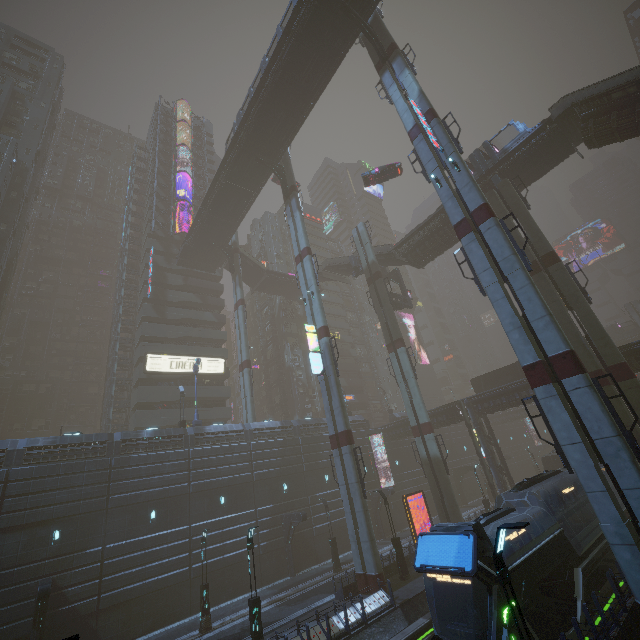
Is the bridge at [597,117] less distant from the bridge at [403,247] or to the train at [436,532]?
the bridge at [403,247]

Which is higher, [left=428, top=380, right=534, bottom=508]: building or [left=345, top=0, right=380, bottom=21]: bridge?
[left=345, top=0, right=380, bottom=21]: bridge

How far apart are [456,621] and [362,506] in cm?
1099

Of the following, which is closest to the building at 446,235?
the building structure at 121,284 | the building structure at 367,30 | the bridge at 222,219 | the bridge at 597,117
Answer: the bridge at 222,219

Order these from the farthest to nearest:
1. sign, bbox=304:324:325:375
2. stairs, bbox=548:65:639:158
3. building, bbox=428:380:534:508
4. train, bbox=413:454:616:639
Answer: building, bbox=428:380:534:508, sign, bbox=304:324:325:375, stairs, bbox=548:65:639:158, train, bbox=413:454:616:639

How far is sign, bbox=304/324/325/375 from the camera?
26.5 meters

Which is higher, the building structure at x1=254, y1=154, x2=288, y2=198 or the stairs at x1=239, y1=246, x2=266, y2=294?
the building structure at x1=254, y1=154, x2=288, y2=198

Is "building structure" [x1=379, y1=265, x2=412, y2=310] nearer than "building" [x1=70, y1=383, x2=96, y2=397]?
Yes
